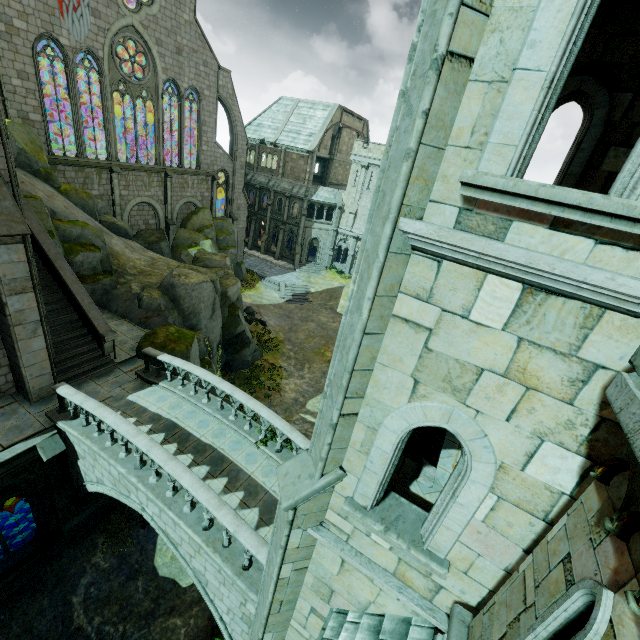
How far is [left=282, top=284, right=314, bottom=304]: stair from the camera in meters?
37.1 m

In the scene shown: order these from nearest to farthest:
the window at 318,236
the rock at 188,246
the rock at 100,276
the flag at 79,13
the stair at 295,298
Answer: the rock at 100,276
the rock at 188,246
the flag at 79,13
the stair at 295,298
the window at 318,236

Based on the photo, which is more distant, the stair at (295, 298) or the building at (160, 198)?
the stair at (295, 298)

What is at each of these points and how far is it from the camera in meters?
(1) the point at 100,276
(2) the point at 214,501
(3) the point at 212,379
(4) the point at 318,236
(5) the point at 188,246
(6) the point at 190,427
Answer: (1) rock, 17.3 m
(2) bridge railing, 7.7 m
(3) bridge railing, 11.3 m
(4) window, 44.4 m
(5) rock, 30.6 m
(6) bridge, 11.1 m

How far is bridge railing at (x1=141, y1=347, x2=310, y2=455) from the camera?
10.23m

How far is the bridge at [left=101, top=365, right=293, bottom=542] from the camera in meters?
9.4

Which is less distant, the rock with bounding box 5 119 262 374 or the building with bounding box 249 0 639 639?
the building with bounding box 249 0 639 639

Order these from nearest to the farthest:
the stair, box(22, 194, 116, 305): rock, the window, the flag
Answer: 1. box(22, 194, 116, 305): rock
2. the flag
3. the stair
4. the window
